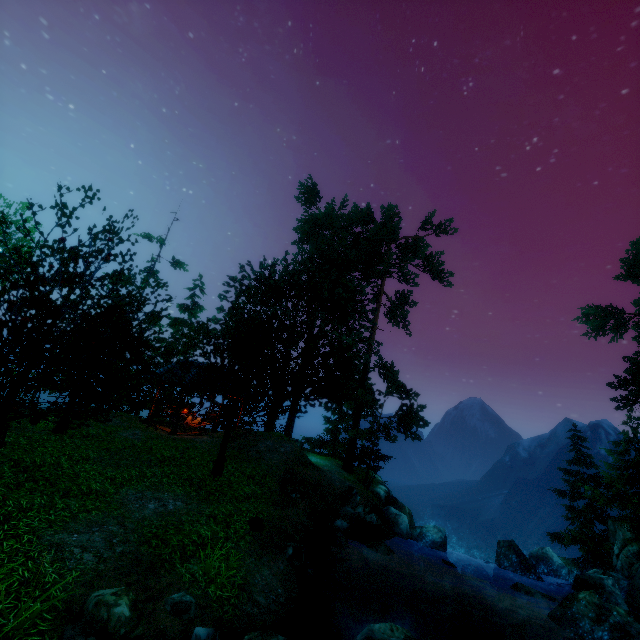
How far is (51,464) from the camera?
9.9 meters

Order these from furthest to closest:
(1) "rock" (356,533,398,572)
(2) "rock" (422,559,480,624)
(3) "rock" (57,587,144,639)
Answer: (1) "rock" (356,533,398,572) < (2) "rock" (422,559,480,624) < (3) "rock" (57,587,144,639)

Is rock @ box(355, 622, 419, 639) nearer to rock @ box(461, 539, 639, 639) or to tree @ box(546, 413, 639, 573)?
rock @ box(461, 539, 639, 639)

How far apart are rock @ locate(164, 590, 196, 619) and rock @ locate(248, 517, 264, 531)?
3.1m

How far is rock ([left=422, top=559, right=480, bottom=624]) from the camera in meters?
11.5 m

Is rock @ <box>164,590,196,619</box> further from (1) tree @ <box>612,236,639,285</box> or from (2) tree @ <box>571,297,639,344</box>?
(2) tree @ <box>571,297,639,344</box>

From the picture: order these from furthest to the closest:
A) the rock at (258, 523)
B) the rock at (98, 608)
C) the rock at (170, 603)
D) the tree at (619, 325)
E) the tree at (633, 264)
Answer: the tree at (619, 325)
the tree at (633, 264)
the rock at (258, 523)
the rock at (170, 603)
the rock at (98, 608)

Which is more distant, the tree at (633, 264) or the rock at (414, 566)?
the tree at (633, 264)
